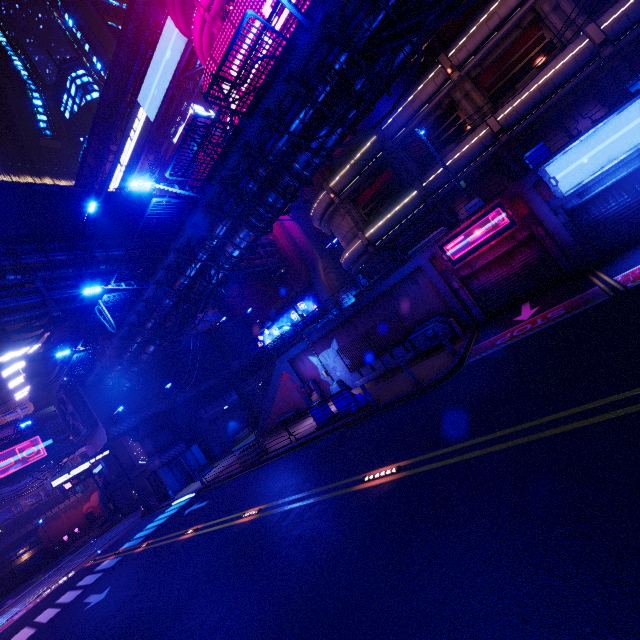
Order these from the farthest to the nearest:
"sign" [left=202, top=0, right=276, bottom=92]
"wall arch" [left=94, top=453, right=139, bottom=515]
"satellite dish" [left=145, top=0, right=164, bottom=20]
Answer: "wall arch" [left=94, top=453, right=139, bottom=515] → "satellite dish" [left=145, top=0, right=164, bottom=20] → "sign" [left=202, top=0, right=276, bottom=92]

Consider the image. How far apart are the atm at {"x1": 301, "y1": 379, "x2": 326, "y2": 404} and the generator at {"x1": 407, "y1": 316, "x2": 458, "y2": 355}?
8.01m

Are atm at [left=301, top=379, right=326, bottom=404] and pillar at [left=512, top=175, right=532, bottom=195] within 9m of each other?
no

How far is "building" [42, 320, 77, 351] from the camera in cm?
3284

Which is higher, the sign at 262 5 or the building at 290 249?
the sign at 262 5

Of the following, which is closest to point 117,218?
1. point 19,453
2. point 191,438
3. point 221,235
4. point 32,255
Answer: point 32,255

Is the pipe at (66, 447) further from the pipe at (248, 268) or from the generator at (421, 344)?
the generator at (421, 344)

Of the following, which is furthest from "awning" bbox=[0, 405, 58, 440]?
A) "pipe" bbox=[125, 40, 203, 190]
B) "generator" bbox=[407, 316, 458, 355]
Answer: "generator" bbox=[407, 316, 458, 355]
